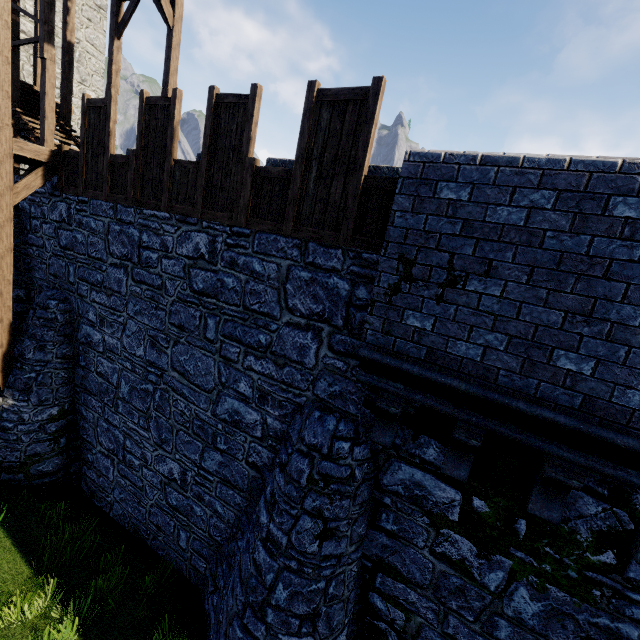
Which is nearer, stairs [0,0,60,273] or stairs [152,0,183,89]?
stairs [0,0,60,273]

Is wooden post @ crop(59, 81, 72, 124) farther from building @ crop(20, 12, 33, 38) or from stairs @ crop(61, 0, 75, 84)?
building @ crop(20, 12, 33, 38)

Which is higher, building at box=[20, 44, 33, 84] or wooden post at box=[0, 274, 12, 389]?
building at box=[20, 44, 33, 84]

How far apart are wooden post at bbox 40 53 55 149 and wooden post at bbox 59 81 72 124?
2.4m

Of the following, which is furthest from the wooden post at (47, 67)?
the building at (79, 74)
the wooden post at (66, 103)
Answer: the building at (79, 74)

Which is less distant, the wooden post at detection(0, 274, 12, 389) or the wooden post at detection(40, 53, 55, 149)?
the wooden post at detection(0, 274, 12, 389)

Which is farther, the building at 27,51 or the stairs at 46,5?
the building at 27,51

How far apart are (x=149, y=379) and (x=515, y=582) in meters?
7.4
